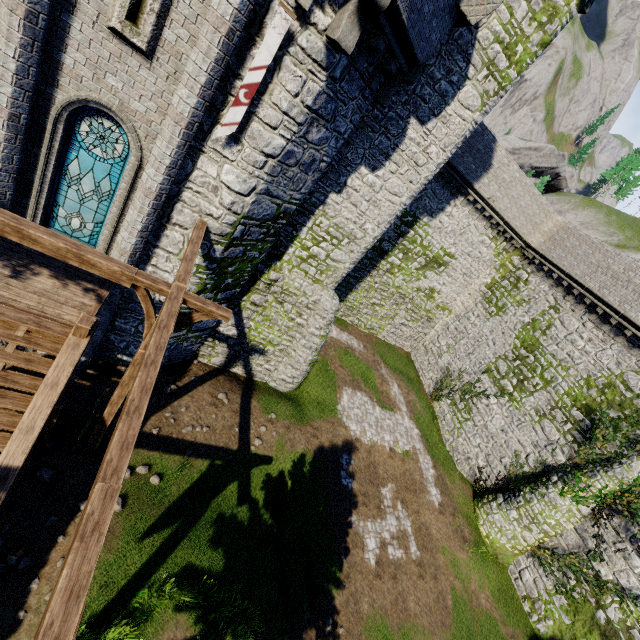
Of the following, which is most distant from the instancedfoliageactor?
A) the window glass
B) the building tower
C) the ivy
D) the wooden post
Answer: the building tower

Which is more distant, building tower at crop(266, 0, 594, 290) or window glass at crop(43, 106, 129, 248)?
building tower at crop(266, 0, 594, 290)

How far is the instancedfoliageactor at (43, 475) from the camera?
8.61m

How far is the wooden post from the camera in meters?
7.5 m

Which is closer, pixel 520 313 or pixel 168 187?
pixel 168 187

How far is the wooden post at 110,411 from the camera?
7.5m

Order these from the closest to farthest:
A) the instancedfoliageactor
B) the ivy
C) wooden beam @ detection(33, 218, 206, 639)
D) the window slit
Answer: wooden beam @ detection(33, 218, 206, 639) → the window slit → the instancedfoliageactor → the ivy

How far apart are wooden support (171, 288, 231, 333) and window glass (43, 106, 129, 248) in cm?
314
